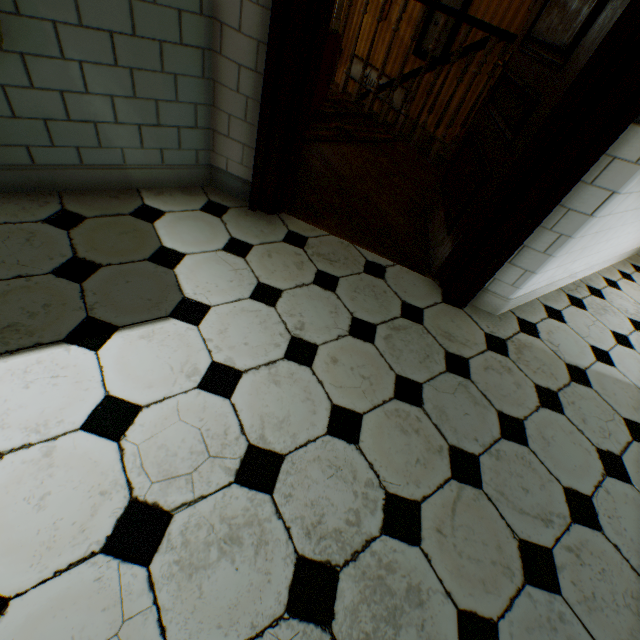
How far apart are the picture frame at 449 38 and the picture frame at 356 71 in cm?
44

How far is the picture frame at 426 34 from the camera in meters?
5.3 m

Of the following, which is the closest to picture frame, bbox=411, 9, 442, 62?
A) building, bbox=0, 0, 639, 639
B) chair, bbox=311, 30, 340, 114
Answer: building, bbox=0, 0, 639, 639

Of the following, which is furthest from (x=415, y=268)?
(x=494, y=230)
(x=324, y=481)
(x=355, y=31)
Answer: (x=355, y=31)

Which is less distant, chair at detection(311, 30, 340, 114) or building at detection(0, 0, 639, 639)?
building at detection(0, 0, 639, 639)

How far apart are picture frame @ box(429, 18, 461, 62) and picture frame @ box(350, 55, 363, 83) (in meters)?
0.44

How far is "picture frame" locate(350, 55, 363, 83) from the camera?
6.7 meters

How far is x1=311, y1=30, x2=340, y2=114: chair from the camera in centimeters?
267cm
